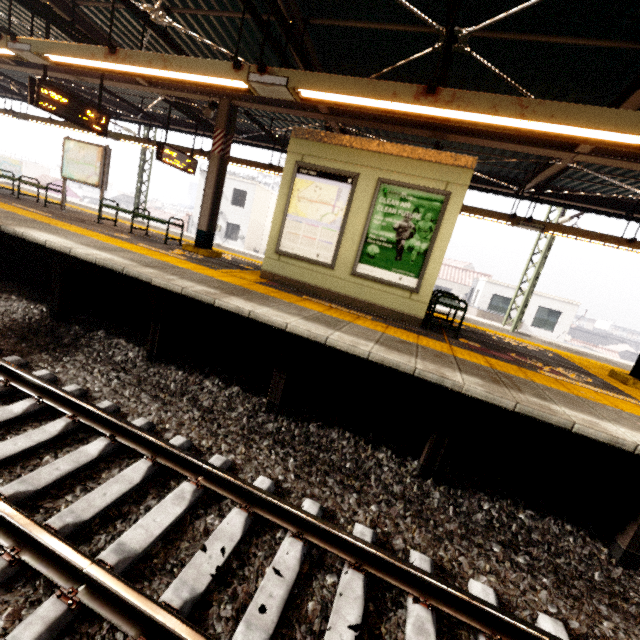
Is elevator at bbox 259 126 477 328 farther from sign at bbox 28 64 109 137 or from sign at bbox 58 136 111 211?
sign at bbox 58 136 111 211

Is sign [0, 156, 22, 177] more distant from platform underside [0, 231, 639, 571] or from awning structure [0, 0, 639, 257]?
platform underside [0, 231, 639, 571]

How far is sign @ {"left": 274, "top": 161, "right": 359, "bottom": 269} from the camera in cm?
599

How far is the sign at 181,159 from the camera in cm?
934

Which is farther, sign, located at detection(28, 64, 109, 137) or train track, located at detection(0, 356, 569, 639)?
sign, located at detection(28, 64, 109, 137)

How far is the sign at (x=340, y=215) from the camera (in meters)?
5.99

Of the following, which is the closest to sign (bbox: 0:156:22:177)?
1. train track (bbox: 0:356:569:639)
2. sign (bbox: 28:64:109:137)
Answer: train track (bbox: 0:356:569:639)

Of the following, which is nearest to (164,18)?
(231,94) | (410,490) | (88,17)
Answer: (231,94)
